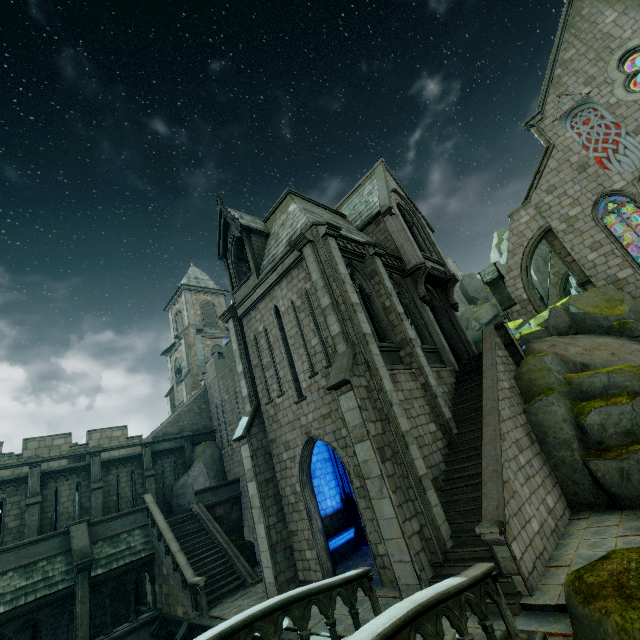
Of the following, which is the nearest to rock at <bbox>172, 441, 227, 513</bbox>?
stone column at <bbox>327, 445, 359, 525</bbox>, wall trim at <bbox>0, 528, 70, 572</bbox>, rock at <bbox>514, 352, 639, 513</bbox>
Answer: wall trim at <bbox>0, 528, 70, 572</bbox>

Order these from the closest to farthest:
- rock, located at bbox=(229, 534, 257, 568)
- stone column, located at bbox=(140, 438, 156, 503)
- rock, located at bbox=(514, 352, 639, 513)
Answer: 1. rock, located at bbox=(514, 352, 639, 513)
2. rock, located at bbox=(229, 534, 257, 568)
3. stone column, located at bbox=(140, 438, 156, 503)

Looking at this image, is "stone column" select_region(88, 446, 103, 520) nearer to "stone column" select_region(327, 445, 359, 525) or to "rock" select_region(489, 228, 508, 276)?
"rock" select_region(489, 228, 508, 276)

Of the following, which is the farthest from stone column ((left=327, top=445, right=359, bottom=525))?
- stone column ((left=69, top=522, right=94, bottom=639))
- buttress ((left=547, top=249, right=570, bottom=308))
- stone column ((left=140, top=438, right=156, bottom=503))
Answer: buttress ((left=547, top=249, right=570, bottom=308))

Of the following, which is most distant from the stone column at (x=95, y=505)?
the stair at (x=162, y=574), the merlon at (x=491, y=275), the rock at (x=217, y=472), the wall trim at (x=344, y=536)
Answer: the merlon at (x=491, y=275)

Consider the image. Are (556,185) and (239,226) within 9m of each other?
no

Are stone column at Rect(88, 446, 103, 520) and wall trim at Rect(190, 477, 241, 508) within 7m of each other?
yes

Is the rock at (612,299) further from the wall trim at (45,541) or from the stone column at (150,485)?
the stone column at (150,485)
